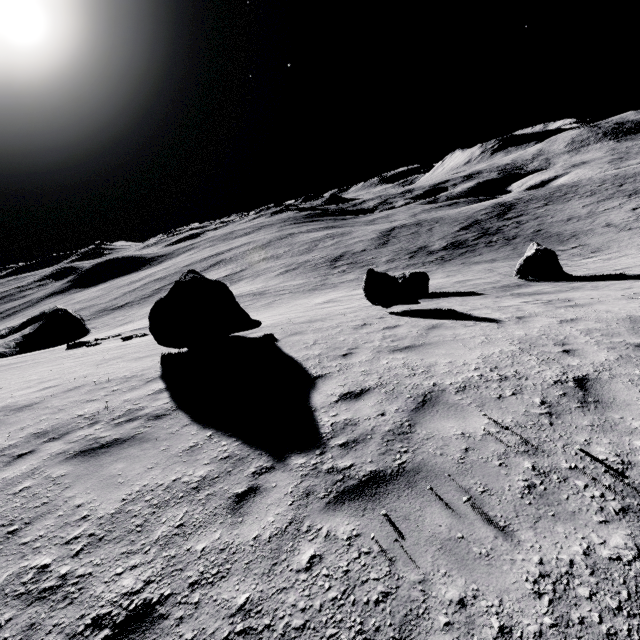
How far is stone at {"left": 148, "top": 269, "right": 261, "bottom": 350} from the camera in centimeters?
914cm

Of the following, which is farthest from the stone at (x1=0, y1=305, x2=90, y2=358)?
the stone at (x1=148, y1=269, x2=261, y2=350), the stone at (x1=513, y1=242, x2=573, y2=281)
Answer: the stone at (x1=513, y1=242, x2=573, y2=281)

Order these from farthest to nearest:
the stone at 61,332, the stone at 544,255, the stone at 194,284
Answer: the stone at 61,332 < the stone at 544,255 < the stone at 194,284

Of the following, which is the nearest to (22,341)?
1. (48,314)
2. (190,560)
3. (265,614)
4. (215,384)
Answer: (48,314)

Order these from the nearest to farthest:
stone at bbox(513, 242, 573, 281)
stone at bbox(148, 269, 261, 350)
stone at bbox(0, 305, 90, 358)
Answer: stone at bbox(148, 269, 261, 350) → stone at bbox(513, 242, 573, 281) → stone at bbox(0, 305, 90, 358)

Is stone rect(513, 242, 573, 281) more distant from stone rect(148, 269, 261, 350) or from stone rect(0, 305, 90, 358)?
stone rect(0, 305, 90, 358)

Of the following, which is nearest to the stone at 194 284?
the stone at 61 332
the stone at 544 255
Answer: the stone at 544 255
